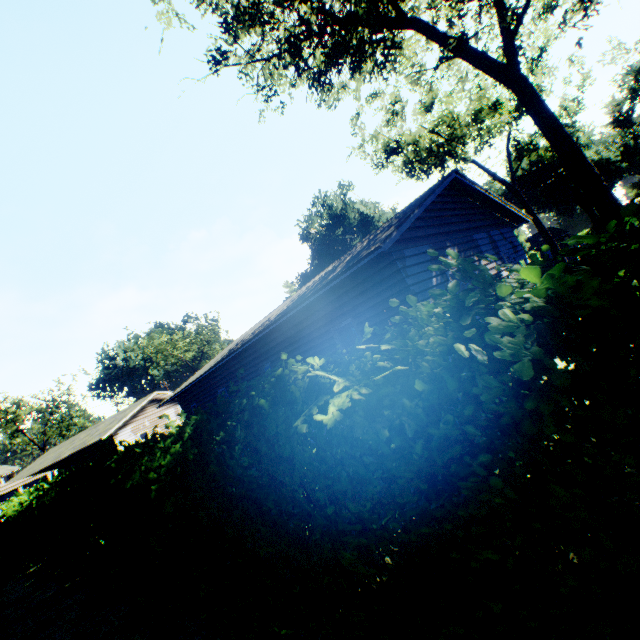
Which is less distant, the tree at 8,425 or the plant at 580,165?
the plant at 580,165

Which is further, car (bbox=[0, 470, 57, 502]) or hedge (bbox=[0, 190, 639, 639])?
car (bbox=[0, 470, 57, 502])

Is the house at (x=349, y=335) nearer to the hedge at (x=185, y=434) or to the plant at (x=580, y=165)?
the plant at (x=580, y=165)

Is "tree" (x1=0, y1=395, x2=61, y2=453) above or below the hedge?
above

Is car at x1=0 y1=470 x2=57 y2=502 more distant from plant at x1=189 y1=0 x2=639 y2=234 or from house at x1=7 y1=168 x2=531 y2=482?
plant at x1=189 y1=0 x2=639 y2=234

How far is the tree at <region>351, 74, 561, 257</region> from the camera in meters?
24.1

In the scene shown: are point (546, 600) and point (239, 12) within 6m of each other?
no

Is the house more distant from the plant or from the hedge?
the hedge
